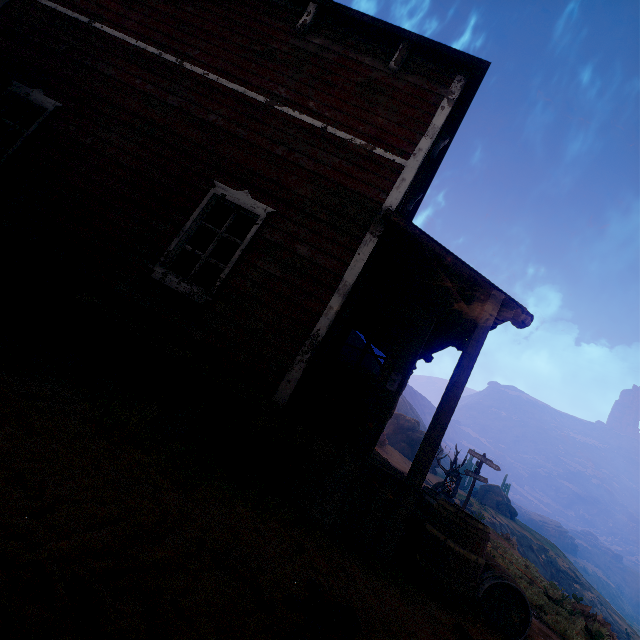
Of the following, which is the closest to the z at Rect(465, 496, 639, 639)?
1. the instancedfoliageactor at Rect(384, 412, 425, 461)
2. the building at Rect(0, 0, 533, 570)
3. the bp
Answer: the building at Rect(0, 0, 533, 570)

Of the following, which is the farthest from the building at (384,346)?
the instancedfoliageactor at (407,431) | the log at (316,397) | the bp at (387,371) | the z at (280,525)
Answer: the instancedfoliageactor at (407,431)

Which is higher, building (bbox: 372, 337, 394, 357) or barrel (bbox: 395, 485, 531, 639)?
building (bbox: 372, 337, 394, 357)

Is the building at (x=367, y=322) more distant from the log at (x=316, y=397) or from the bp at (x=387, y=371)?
the log at (x=316, y=397)

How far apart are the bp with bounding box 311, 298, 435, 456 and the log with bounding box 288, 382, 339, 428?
0.0 meters

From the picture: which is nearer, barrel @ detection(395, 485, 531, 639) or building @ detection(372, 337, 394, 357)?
barrel @ detection(395, 485, 531, 639)

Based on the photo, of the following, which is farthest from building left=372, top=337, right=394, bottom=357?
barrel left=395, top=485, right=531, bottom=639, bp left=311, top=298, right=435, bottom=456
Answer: bp left=311, top=298, right=435, bottom=456

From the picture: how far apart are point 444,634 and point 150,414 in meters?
3.3
